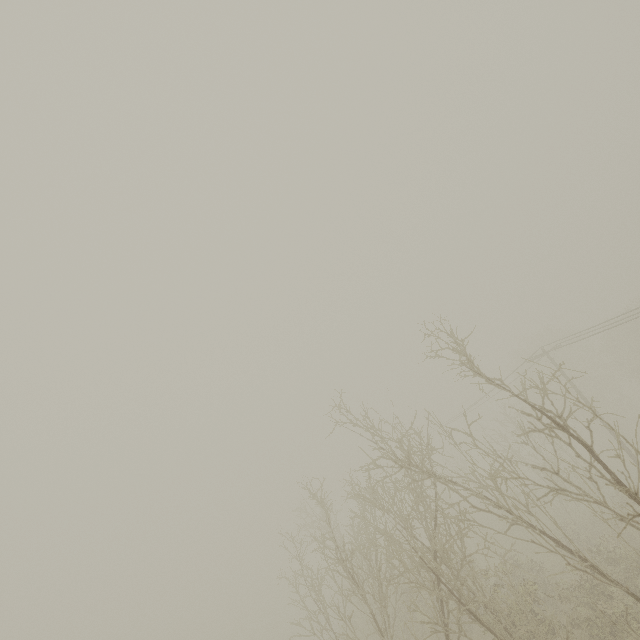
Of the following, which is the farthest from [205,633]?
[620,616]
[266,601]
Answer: [620,616]
